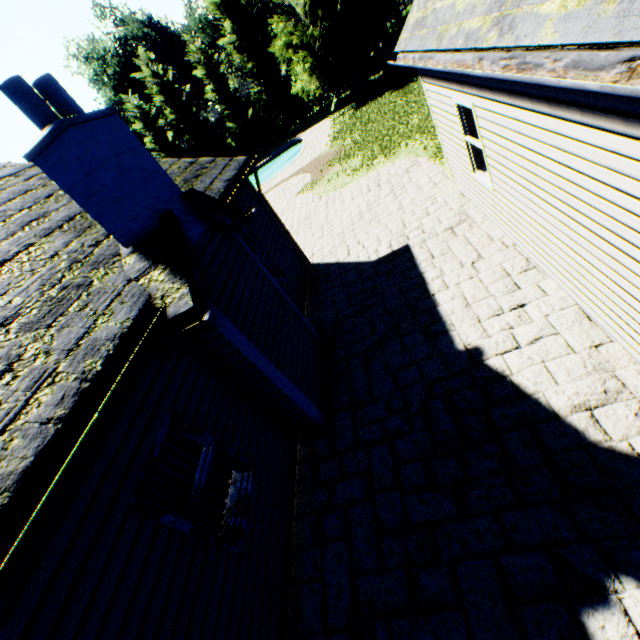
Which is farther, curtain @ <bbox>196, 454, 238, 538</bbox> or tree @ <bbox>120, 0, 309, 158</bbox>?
tree @ <bbox>120, 0, 309, 158</bbox>

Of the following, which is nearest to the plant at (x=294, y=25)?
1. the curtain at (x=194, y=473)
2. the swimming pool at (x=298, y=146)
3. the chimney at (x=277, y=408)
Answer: the swimming pool at (x=298, y=146)

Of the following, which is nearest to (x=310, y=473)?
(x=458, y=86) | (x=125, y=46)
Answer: (x=458, y=86)

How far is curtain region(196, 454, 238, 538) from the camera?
3.9m

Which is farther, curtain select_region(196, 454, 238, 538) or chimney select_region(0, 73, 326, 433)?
curtain select_region(196, 454, 238, 538)

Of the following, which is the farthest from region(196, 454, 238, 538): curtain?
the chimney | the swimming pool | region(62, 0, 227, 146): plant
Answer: the swimming pool

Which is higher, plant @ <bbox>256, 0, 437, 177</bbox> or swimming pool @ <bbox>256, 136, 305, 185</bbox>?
plant @ <bbox>256, 0, 437, 177</bbox>

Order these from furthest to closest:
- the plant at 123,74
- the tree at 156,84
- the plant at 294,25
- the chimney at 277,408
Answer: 1. the plant at 123,74
2. the tree at 156,84
3. the plant at 294,25
4. the chimney at 277,408
